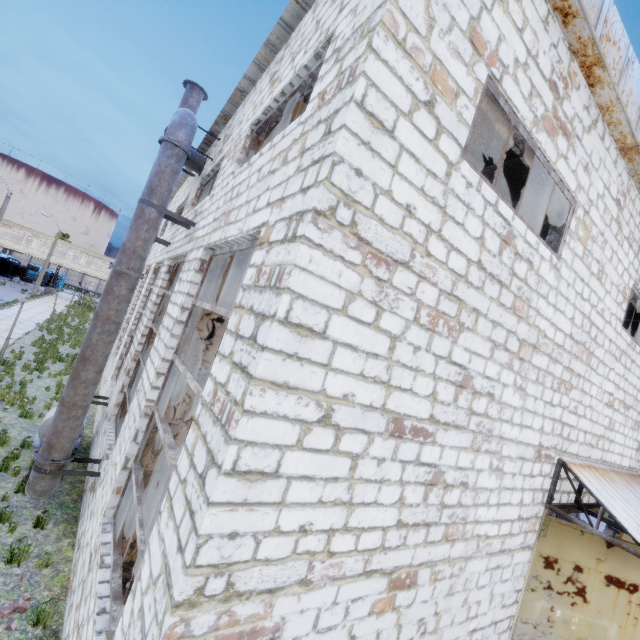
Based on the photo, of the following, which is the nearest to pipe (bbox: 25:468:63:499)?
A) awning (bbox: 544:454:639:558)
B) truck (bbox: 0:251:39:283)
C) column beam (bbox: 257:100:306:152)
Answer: column beam (bbox: 257:100:306:152)

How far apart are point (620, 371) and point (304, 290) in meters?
8.6

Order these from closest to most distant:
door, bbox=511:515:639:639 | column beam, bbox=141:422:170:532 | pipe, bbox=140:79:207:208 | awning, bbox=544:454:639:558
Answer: awning, bbox=544:454:639:558
door, bbox=511:515:639:639
column beam, bbox=141:422:170:532
pipe, bbox=140:79:207:208

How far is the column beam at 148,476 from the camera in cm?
651

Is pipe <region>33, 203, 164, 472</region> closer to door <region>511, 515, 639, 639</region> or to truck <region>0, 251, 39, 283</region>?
door <region>511, 515, 639, 639</region>

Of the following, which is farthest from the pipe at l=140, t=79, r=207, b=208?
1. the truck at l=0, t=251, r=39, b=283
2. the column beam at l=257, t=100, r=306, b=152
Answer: the truck at l=0, t=251, r=39, b=283

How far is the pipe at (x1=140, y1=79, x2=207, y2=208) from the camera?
7.4 meters
